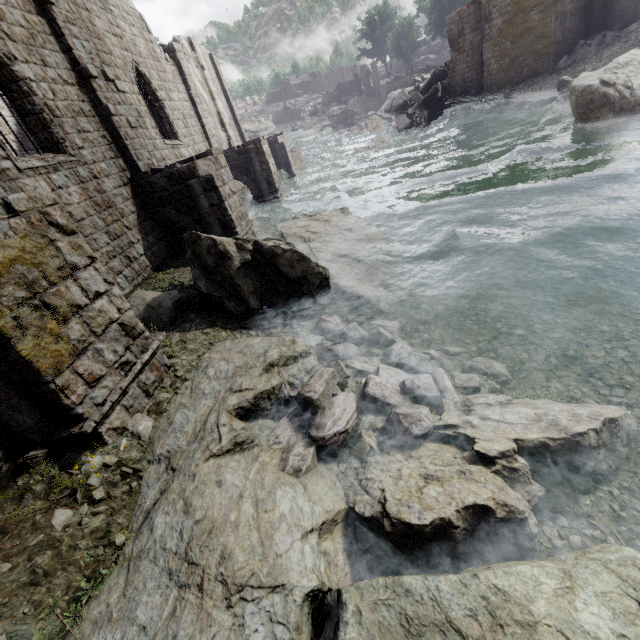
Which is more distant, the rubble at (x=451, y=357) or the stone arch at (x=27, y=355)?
the rubble at (x=451, y=357)

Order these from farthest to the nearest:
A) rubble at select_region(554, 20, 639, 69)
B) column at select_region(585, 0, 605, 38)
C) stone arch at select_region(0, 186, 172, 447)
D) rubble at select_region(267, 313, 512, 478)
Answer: column at select_region(585, 0, 605, 38) → rubble at select_region(554, 20, 639, 69) → rubble at select_region(267, 313, 512, 478) → stone arch at select_region(0, 186, 172, 447)

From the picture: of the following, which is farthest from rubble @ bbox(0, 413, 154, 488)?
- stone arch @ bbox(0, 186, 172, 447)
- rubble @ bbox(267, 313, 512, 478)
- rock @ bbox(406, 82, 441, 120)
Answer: rock @ bbox(406, 82, 441, 120)

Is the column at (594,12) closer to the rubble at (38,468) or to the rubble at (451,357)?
the rubble at (451,357)

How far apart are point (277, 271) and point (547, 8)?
31.33m

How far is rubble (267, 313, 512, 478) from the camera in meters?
4.8

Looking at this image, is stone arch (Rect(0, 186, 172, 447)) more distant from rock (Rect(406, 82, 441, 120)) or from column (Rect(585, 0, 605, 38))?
rock (Rect(406, 82, 441, 120))
